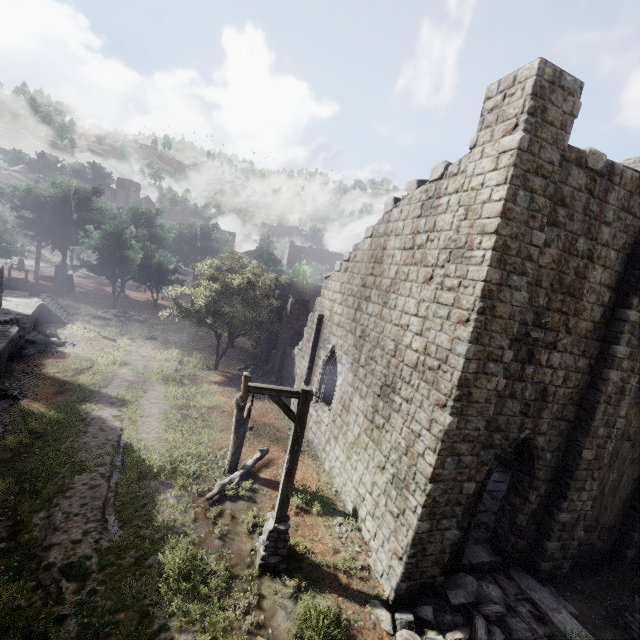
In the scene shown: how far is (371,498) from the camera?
9.8m

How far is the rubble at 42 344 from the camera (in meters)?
18.89

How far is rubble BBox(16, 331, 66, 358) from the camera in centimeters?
1889cm

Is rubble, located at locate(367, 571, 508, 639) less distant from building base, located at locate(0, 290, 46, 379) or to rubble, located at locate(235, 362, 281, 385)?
building base, located at locate(0, 290, 46, 379)

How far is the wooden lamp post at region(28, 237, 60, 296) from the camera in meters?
25.9 m

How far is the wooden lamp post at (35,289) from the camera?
25.9 meters

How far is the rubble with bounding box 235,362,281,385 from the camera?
21.17m

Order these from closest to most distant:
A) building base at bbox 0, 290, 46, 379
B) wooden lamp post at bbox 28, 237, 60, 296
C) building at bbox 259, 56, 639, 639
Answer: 1. building at bbox 259, 56, 639, 639
2. building base at bbox 0, 290, 46, 379
3. wooden lamp post at bbox 28, 237, 60, 296
